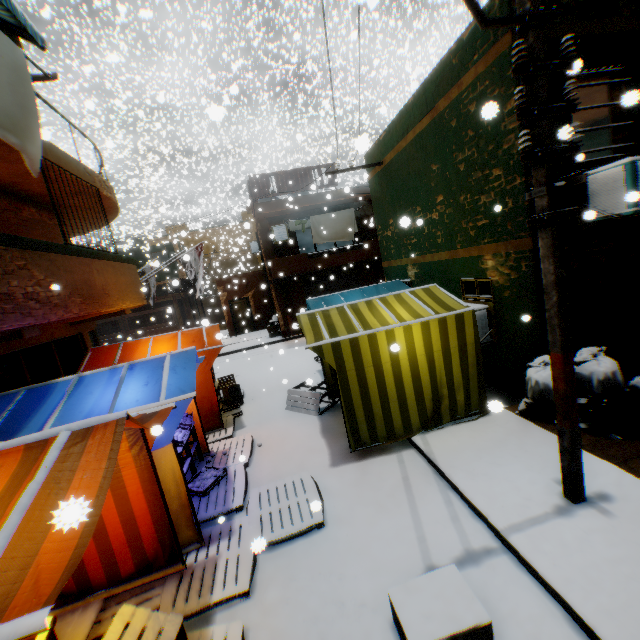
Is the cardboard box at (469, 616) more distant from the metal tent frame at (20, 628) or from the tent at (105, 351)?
the metal tent frame at (20, 628)

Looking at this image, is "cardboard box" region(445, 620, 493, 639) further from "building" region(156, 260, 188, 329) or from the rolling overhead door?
the rolling overhead door

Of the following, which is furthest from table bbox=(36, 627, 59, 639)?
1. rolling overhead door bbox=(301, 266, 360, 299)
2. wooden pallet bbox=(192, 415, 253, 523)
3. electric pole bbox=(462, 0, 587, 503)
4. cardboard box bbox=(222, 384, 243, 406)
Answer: cardboard box bbox=(222, 384, 243, 406)

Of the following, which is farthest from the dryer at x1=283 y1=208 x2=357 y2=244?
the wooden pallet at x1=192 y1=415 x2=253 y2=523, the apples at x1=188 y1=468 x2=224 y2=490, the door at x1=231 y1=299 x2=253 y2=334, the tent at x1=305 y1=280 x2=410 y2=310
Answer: the apples at x1=188 y1=468 x2=224 y2=490

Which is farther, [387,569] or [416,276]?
[416,276]

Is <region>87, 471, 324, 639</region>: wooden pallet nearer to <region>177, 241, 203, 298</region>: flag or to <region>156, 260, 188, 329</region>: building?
<region>156, 260, 188, 329</region>: building

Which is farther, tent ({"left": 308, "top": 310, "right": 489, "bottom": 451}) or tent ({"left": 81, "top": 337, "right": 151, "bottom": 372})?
tent ({"left": 81, "top": 337, "right": 151, "bottom": 372})

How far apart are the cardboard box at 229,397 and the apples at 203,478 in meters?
3.3
